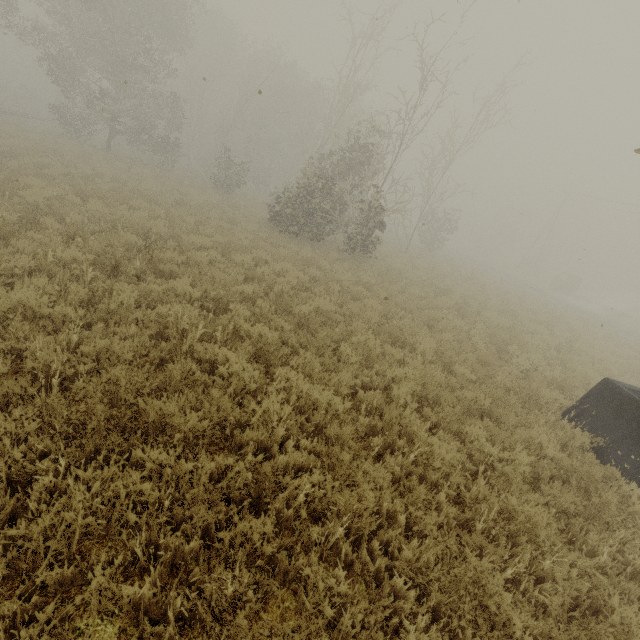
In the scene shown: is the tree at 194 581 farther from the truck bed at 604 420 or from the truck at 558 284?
the truck at 558 284

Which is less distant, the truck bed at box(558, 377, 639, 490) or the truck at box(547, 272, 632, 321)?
the truck bed at box(558, 377, 639, 490)

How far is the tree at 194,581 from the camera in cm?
233

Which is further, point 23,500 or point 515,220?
point 515,220

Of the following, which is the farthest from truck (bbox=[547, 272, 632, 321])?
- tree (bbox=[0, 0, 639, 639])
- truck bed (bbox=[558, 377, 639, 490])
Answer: truck bed (bbox=[558, 377, 639, 490])

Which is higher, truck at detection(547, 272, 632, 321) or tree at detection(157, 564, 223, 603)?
truck at detection(547, 272, 632, 321)

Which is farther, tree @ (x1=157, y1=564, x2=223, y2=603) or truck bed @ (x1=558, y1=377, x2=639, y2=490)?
truck bed @ (x1=558, y1=377, x2=639, y2=490)

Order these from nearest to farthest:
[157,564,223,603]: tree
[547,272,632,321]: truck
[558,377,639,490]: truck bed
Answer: [157,564,223,603]: tree, [558,377,639,490]: truck bed, [547,272,632,321]: truck
